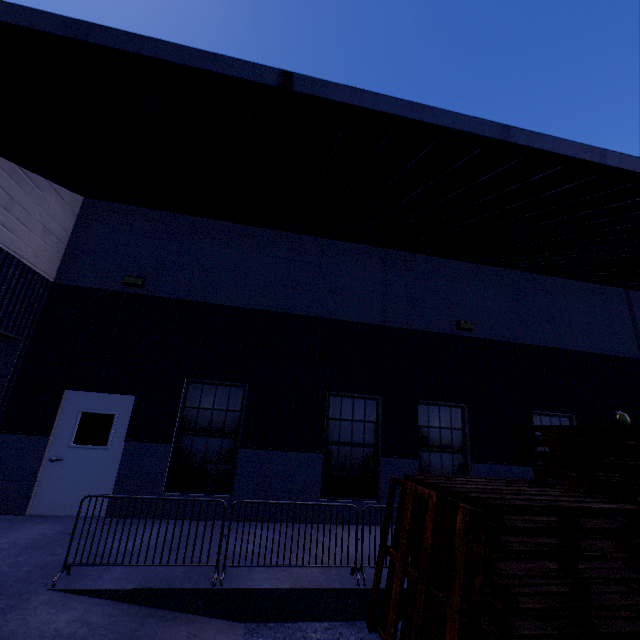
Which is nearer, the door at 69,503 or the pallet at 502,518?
the pallet at 502,518

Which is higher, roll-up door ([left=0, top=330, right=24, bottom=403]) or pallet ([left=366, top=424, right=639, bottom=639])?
roll-up door ([left=0, top=330, right=24, bottom=403])

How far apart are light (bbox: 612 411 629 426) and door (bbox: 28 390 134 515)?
13.3m

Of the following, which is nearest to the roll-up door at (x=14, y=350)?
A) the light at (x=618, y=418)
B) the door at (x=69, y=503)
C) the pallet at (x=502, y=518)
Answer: the door at (x=69, y=503)

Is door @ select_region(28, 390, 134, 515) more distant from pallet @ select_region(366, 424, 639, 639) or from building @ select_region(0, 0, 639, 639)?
pallet @ select_region(366, 424, 639, 639)

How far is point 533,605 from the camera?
3.0m

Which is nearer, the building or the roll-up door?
the building

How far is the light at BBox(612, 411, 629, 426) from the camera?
9.5m
